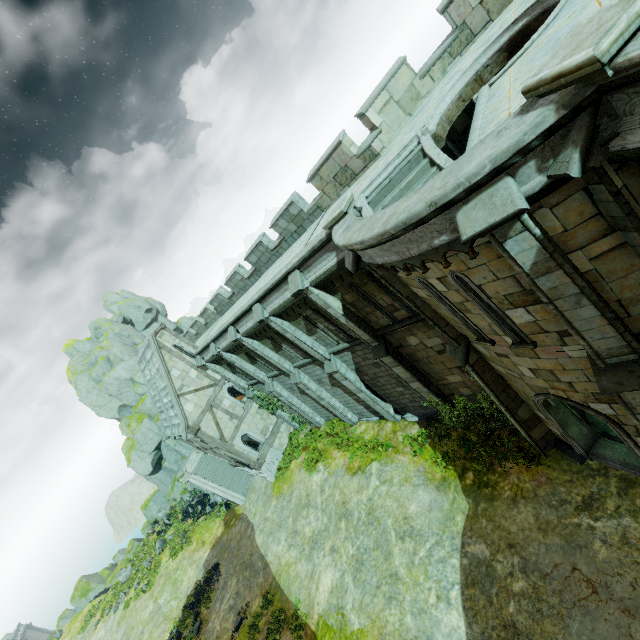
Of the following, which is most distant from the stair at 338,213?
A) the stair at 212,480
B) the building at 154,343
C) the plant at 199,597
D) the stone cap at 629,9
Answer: the plant at 199,597

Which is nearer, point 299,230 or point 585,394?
point 585,394

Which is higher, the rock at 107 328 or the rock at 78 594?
the rock at 107 328

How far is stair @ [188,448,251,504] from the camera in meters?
27.0

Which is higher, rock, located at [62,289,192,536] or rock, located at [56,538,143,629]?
rock, located at [62,289,192,536]

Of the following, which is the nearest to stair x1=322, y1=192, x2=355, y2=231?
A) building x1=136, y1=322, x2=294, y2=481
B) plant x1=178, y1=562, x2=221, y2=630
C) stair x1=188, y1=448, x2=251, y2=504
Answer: building x1=136, y1=322, x2=294, y2=481

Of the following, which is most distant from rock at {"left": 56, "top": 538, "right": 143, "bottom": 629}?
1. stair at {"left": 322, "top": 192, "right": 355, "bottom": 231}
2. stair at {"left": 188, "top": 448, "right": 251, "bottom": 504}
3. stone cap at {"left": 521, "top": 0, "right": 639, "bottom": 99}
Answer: stone cap at {"left": 521, "top": 0, "right": 639, "bottom": 99}

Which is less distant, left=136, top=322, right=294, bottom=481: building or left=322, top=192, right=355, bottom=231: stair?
left=322, top=192, right=355, bottom=231: stair
